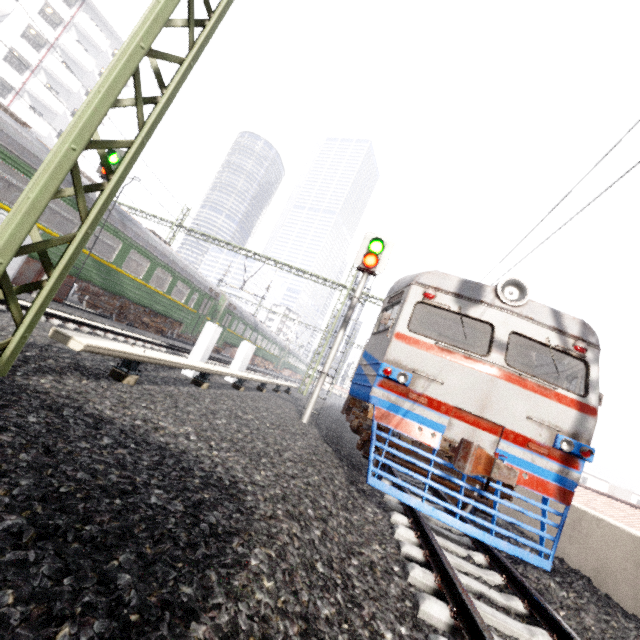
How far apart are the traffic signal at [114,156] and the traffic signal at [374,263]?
8.96m

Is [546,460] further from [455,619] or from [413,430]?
[455,619]

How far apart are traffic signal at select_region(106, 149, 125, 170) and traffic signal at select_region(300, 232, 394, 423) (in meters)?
8.96

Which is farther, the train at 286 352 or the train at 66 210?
the train at 286 352

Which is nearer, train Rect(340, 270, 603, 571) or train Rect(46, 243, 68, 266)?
train Rect(340, 270, 603, 571)

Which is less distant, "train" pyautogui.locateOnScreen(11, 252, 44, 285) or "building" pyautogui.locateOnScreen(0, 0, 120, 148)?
"train" pyautogui.locateOnScreen(11, 252, 44, 285)

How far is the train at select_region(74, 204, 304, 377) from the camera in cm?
1282
